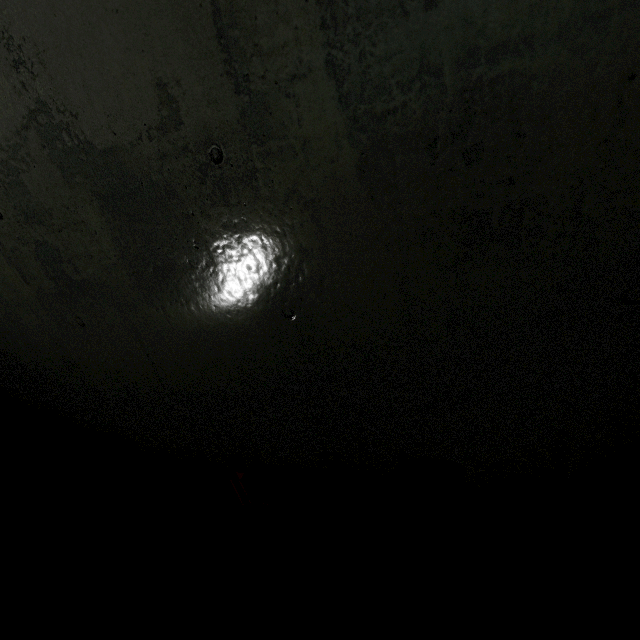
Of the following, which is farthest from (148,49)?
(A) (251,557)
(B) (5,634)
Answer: (B) (5,634)
